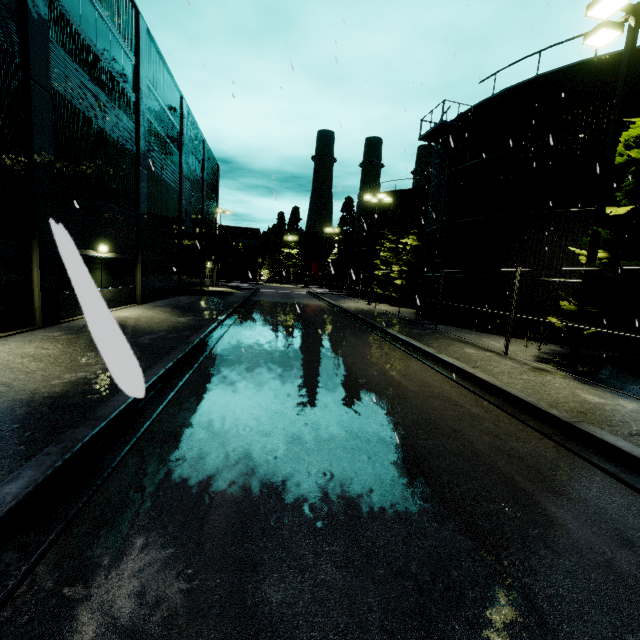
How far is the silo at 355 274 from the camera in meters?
37.6 m

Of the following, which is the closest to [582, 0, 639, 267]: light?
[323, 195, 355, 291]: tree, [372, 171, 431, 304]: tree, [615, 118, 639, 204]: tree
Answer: [615, 118, 639, 204]: tree

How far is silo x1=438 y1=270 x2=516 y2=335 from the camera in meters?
16.2

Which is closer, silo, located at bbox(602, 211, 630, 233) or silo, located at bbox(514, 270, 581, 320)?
silo, located at bbox(602, 211, 630, 233)

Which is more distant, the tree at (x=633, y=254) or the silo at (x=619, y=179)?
the silo at (x=619, y=179)

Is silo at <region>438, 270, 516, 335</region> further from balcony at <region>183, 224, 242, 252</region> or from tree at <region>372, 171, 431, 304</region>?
balcony at <region>183, 224, 242, 252</region>

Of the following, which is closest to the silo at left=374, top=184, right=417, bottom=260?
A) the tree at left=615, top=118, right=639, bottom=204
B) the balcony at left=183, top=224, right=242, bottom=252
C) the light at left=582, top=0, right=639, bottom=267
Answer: the tree at left=615, top=118, right=639, bottom=204

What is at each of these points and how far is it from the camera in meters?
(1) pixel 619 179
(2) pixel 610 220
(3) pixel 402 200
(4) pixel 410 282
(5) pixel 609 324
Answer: (1) silo, 13.3 m
(2) silo, 13.5 m
(3) silo, 34.6 m
(4) tree, 30.1 m
(5) tree, 10.5 m
